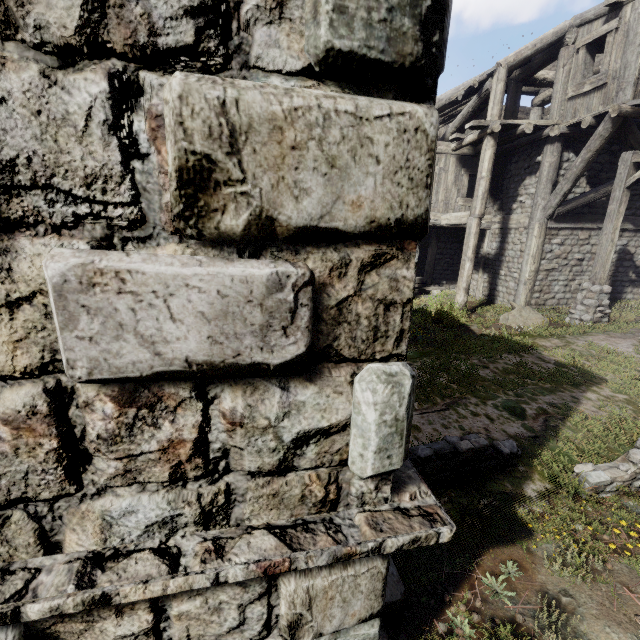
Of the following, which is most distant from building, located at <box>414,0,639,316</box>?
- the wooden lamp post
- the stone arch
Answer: the stone arch

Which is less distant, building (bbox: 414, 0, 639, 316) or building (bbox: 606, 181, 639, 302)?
building (bbox: 414, 0, 639, 316)

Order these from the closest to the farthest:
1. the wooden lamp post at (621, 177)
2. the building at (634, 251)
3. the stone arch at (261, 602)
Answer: the stone arch at (261, 602) < the wooden lamp post at (621, 177) < the building at (634, 251)

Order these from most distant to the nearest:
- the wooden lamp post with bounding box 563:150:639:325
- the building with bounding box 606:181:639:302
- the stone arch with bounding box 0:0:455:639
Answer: the building with bounding box 606:181:639:302 < the wooden lamp post with bounding box 563:150:639:325 < the stone arch with bounding box 0:0:455:639

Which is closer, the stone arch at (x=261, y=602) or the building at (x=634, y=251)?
the stone arch at (x=261, y=602)

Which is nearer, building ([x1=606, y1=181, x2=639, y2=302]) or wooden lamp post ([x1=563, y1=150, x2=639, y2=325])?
wooden lamp post ([x1=563, y1=150, x2=639, y2=325])

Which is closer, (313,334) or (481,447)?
(313,334)

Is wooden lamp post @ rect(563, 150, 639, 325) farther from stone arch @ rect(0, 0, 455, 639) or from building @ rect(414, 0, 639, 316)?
stone arch @ rect(0, 0, 455, 639)
